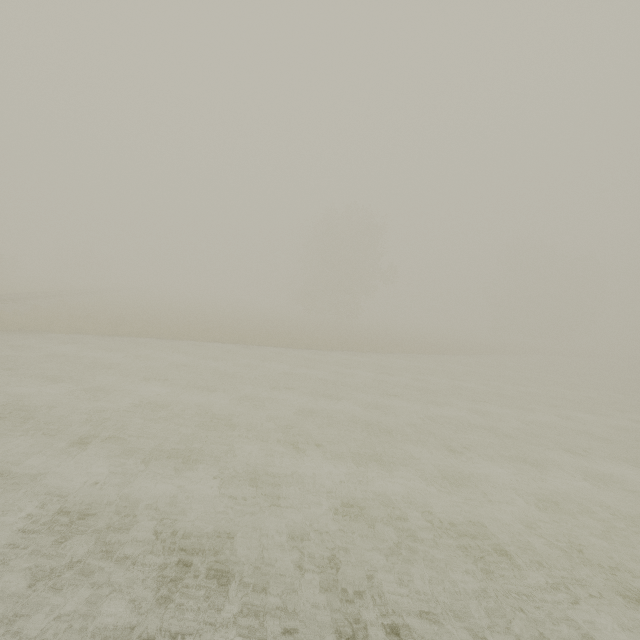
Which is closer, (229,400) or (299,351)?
(229,400)
